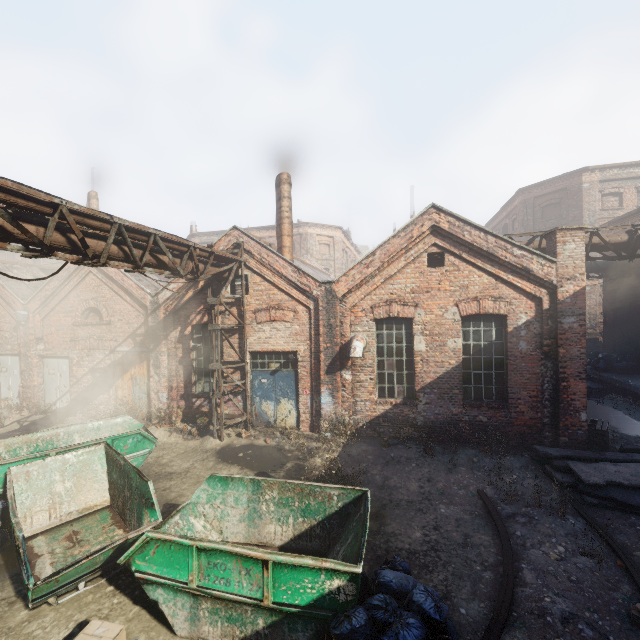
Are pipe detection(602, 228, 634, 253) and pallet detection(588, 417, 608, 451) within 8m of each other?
Result: yes

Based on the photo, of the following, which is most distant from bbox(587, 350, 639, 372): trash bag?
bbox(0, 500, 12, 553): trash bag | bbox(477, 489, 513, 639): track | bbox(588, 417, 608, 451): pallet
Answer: bbox(0, 500, 12, 553): trash bag

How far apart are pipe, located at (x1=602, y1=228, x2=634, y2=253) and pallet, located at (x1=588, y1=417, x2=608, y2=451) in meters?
5.0 m

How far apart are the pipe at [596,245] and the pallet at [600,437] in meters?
5.0 m

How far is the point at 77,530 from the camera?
6.4m

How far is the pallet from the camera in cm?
935

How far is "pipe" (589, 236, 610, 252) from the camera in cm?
1016

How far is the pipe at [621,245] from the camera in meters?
10.0
